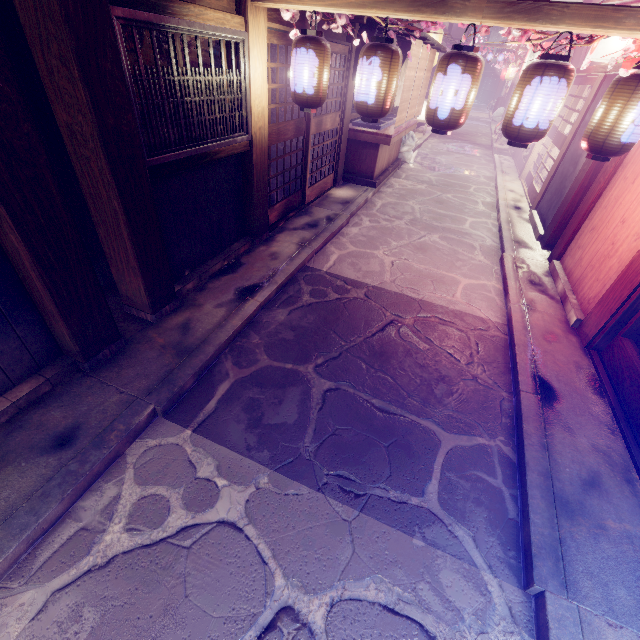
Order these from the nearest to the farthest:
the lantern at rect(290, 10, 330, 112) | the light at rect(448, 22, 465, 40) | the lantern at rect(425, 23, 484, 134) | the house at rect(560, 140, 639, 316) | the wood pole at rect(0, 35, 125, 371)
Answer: the wood pole at rect(0, 35, 125, 371) < the lantern at rect(425, 23, 484, 134) < the lantern at rect(290, 10, 330, 112) < the house at rect(560, 140, 639, 316) < the light at rect(448, 22, 465, 40)

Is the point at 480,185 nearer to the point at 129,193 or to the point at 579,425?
the point at 579,425

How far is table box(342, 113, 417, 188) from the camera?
14.2m

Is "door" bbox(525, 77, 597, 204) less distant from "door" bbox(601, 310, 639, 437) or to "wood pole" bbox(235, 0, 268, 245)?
"door" bbox(601, 310, 639, 437)

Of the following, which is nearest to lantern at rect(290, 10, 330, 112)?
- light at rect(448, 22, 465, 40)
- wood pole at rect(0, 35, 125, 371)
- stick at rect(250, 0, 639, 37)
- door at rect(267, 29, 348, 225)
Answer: stick at rect(250, 0, 639, 37)

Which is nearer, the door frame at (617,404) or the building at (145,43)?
the door frame at (617,404)

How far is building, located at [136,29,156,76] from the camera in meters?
8.1

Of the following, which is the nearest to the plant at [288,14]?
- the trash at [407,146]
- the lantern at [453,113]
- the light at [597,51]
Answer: the lantern at [453,113]
